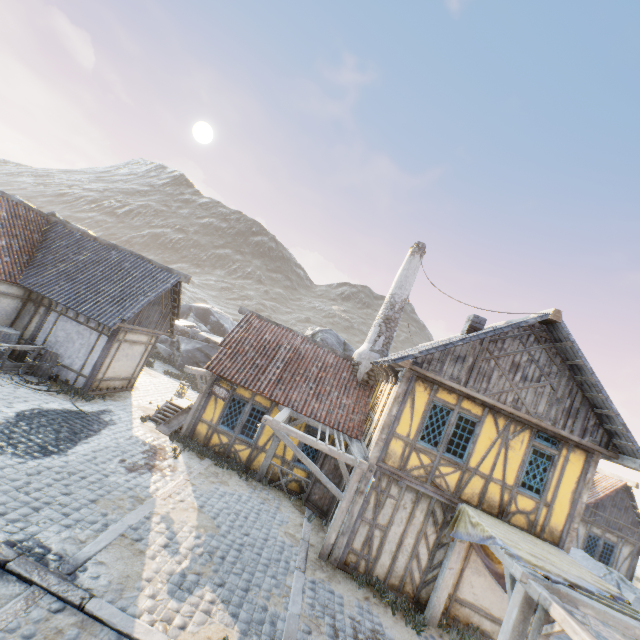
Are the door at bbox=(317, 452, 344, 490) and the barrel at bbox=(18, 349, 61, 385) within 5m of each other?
no

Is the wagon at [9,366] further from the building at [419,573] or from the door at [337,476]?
the door at [337,476]

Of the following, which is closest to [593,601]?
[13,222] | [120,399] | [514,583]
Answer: [514,583]

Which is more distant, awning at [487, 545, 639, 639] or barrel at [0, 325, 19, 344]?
barrel at [0, 325, 19, 344]

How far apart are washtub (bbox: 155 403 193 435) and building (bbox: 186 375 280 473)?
0.0m

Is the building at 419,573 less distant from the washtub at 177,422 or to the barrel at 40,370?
the washtub at 177,422

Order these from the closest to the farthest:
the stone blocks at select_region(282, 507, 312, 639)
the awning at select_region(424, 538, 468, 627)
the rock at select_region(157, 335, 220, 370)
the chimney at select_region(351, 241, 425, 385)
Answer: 1. the stone blocks at select_region(282, 507, 312, 639)
2. the awning at select_region(424, 538, 468, 627)
3. the chimney at select_region(351, 241, 425, 385)
4. the rock at select_region(157, 335, 220, 370)

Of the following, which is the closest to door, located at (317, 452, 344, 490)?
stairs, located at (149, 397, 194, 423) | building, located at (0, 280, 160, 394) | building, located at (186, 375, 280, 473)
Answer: building, located at (186, 375, 280, 473)
